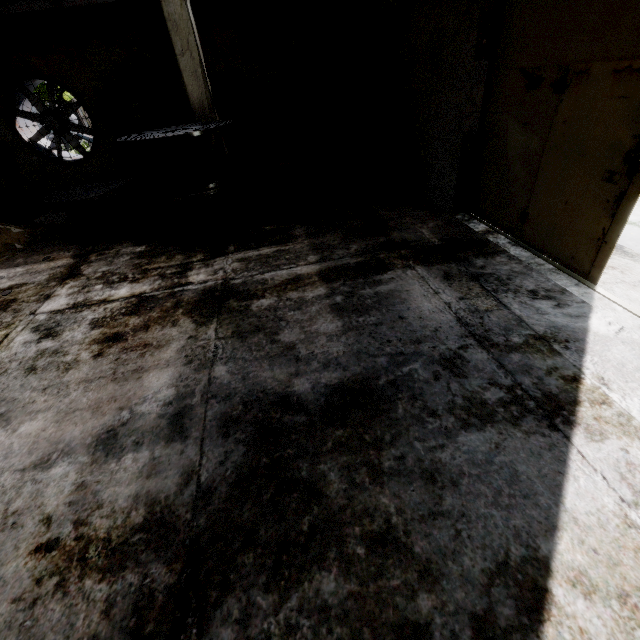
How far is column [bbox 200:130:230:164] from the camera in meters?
7.2 m

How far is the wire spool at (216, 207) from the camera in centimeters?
572cm

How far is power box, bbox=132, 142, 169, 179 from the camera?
9.2m

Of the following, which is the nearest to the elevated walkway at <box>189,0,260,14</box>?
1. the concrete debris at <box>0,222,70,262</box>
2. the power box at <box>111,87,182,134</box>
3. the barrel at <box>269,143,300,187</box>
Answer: the power box at <box>111,87,182,134</box>

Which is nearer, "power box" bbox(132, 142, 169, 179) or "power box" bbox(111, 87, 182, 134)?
"power box" bbox(111, 87, 182, 134)

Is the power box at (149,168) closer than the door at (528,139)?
No

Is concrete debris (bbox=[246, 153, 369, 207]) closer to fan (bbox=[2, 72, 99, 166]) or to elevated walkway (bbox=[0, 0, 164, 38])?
elevated walkway (bbox=[0, 0, 164, 38])

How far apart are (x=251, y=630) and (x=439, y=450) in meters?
1.6 m
